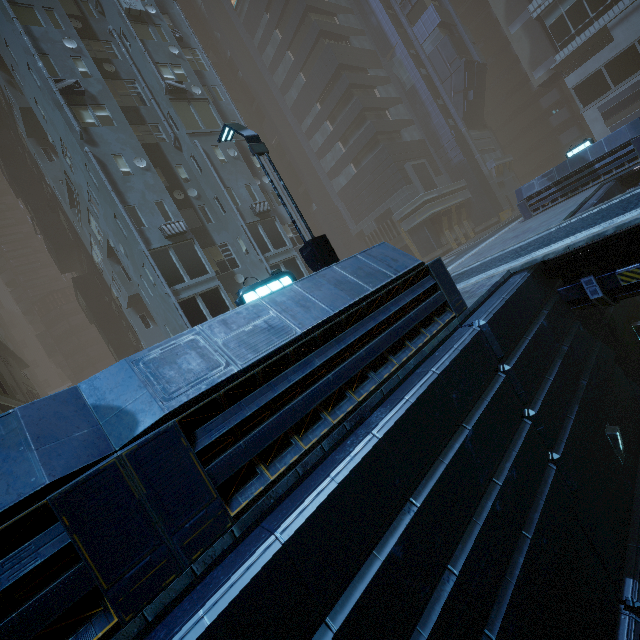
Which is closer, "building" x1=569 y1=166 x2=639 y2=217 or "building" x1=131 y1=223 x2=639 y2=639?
"building" x1=131 y1=223 x2=639 y2=639

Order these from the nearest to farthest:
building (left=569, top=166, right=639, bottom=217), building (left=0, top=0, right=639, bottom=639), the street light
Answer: building (left=0, top=0, right=639, bottom=639)
the street light
building (left=569, top=166, right=639, bottom=217)

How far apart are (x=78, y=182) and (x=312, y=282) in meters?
21.7 m

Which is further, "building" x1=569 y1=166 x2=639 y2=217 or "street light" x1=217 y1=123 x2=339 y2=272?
"building" x1=569 y1=166 x2=639 y2=217

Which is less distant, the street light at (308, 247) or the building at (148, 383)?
the building at (148, 383)

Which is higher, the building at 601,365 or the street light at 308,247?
the street light at 308,247

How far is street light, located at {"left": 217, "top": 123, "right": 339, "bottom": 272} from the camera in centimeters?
787cm
